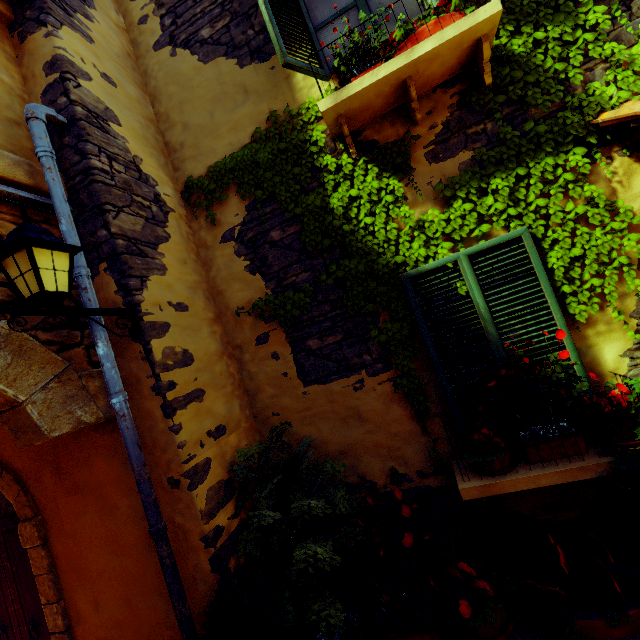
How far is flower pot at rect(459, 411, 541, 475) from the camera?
2.6m

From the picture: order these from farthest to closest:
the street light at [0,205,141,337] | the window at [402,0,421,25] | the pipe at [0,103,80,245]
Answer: the window at [402,0,421,25], the pipe at [0,103,80,245], the street light at [0,205,141,337]

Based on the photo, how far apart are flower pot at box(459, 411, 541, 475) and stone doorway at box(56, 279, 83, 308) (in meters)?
2.93

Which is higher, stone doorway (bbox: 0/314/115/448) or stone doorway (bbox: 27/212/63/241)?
stone doorway (bbox: 27/212/63/241)

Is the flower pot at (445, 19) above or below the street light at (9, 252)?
above

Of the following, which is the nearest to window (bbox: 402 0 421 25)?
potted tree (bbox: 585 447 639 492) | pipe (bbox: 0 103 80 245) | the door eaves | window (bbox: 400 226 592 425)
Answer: pipe (bbox: 0 103 80 245)

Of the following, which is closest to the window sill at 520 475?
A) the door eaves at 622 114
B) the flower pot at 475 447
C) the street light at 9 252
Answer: the flower pot at 475 447

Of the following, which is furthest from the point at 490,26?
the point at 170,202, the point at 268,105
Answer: the point at 170,202
